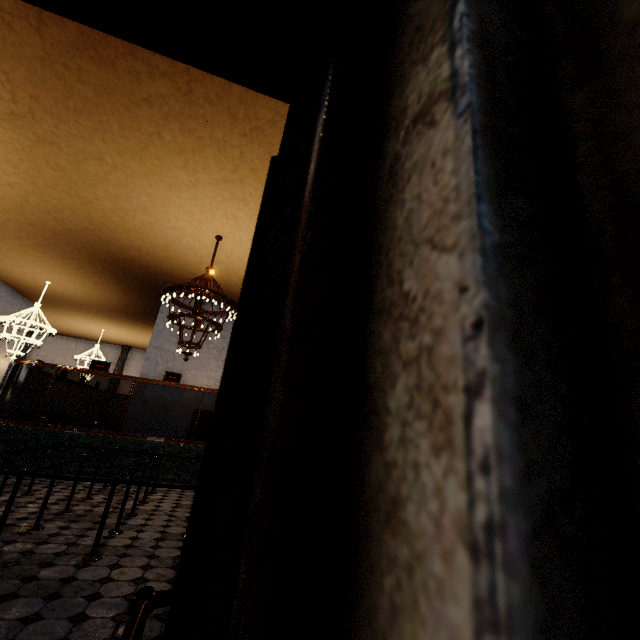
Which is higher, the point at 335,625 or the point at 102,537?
the point at 335,625
